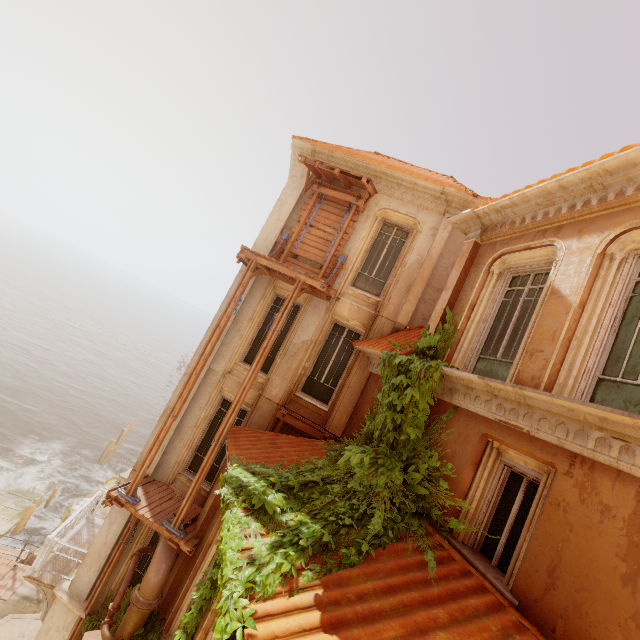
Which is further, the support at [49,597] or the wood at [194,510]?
the support at [49,597]

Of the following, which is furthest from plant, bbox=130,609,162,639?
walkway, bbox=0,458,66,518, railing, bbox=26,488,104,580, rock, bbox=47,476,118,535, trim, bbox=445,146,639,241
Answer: walkway, bbox=0,458,66,518

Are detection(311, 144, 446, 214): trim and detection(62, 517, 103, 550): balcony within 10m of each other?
no

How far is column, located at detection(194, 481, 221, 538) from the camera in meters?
8.3 m

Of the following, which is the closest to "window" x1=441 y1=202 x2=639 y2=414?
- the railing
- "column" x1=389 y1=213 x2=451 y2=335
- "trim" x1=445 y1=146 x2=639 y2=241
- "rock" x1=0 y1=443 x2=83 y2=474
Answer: "trim" x1=445 y1=146 x2=639 y2=241

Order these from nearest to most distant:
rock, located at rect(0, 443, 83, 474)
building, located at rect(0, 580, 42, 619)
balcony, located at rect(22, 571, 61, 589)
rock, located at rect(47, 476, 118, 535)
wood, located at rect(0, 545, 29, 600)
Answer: balcony, located at rect(22, 571, 61, 589)
building, located at rect(0, 580, 42, 619)
wood, located at rect(0, 545, 29, 600)
rock, located at rect(47, 476, 118, 535)
rock, located at rect(0, 443, 83, 474)

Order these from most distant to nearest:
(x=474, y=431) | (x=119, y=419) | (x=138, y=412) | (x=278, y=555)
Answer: (x=138, y=412) → (x=119, y=419) → (x=474, y=431) → (x=278, y=555)

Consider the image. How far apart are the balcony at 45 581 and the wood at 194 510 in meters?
3.6
